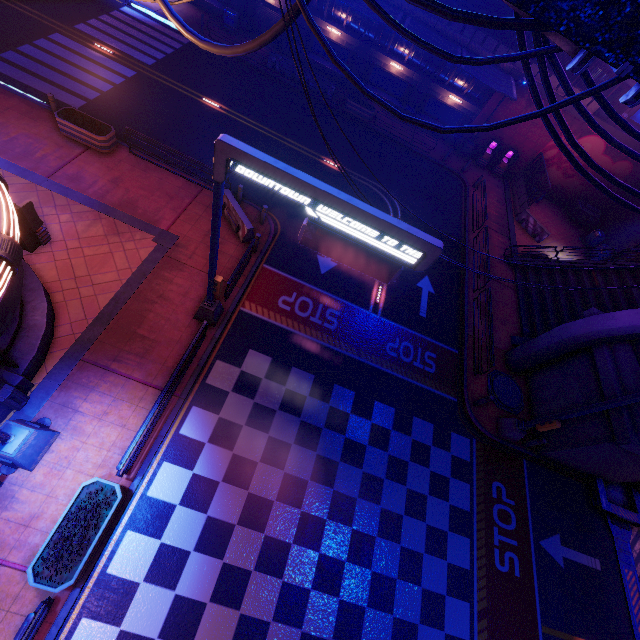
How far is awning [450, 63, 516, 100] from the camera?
19.6m

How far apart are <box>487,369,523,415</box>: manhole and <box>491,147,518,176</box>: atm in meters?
19.0

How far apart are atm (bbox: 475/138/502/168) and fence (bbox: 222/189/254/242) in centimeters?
2149cm

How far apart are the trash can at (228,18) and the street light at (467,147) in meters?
19.0

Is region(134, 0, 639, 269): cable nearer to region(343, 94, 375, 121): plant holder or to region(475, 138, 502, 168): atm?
region(343, 94, 375, 121): plant holder

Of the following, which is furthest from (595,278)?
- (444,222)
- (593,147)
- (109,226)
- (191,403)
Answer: (109,226)

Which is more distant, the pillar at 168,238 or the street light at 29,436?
the pillar at 168,238

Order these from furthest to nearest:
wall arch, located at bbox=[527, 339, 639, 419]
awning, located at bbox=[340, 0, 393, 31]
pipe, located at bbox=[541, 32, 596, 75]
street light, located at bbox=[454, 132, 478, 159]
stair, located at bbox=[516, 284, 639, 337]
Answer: street light, located at bbox=[454, 132, 478, 159], awning, located at bbox=[340, 0, 393, 31], stair, located at bbox=[516, 284, 639, 337], wall arch, located at bbox=[527, 339, 639, 419], pipe, located at bbox=[541, 32, 596, 75]
